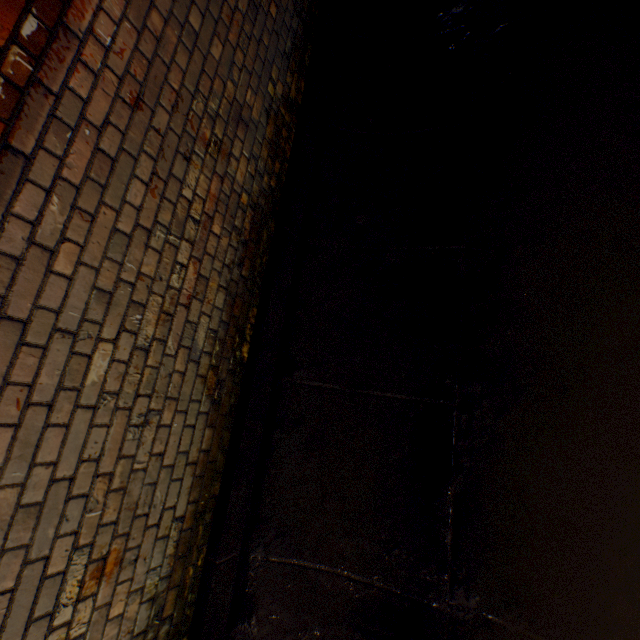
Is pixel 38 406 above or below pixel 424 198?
above
